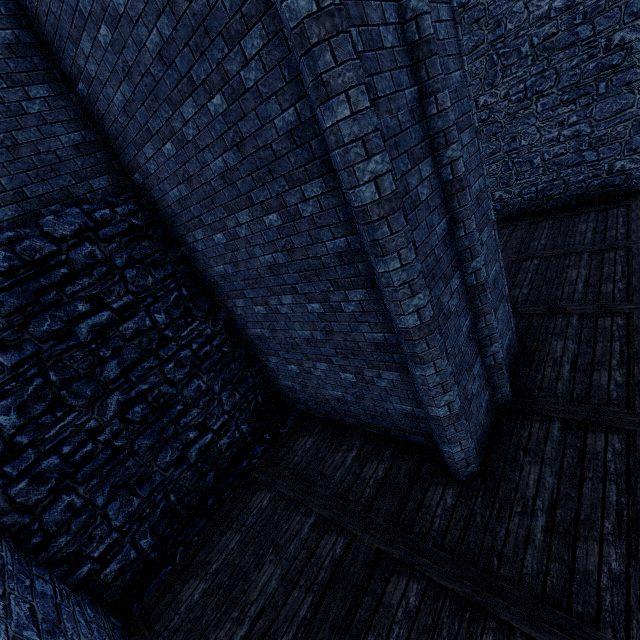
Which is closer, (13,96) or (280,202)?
(280,202)

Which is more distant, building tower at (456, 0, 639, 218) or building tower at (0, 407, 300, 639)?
building tower at (456, 0, 639, 218)

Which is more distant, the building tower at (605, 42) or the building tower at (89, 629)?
the building tower at (605, 42)
